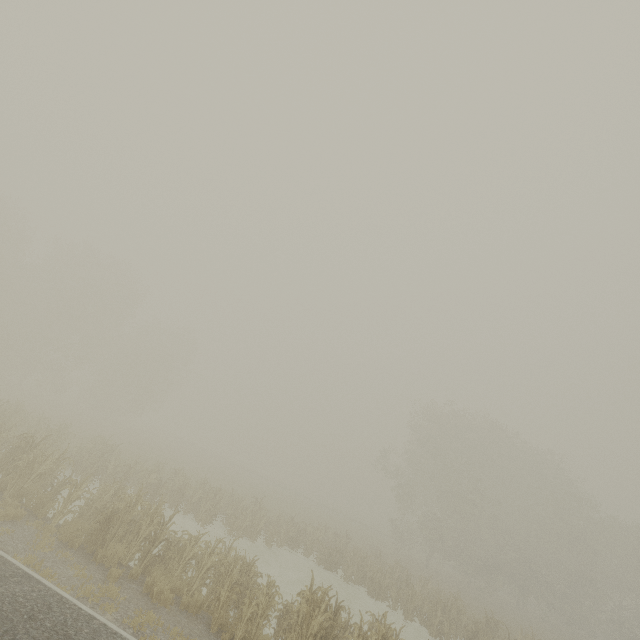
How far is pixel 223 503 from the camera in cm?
2230
